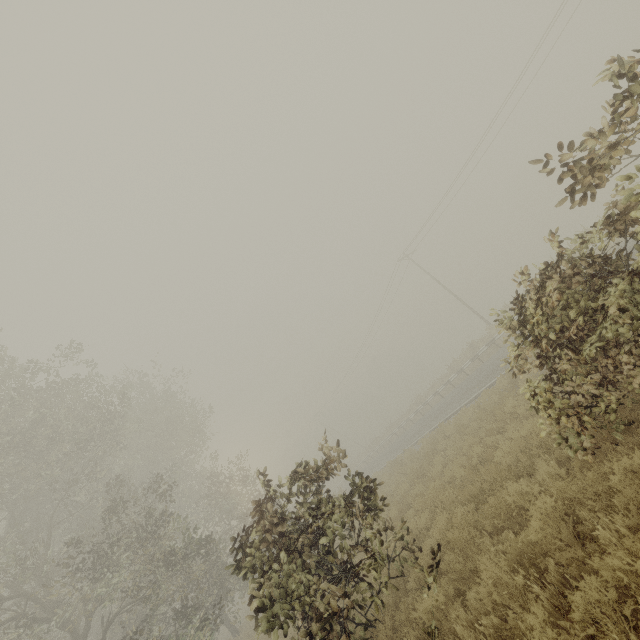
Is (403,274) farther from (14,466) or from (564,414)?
(14,466)
